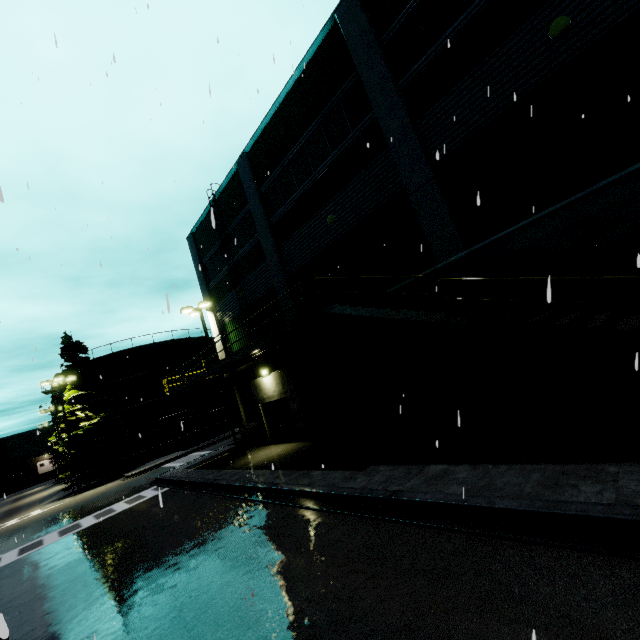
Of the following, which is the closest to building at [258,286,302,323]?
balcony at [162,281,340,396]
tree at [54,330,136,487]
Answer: balcony at [162,281,340,396]

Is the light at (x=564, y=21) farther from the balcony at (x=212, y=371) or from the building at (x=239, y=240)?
the balcony at (x=212, y=371)

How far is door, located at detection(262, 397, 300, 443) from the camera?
16.98m

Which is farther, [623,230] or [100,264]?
[623,230]

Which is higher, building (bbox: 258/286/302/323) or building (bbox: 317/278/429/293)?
building (bbox: 258/286/302/323)

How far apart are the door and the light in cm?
1575

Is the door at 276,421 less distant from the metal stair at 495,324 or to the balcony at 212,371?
the balcony at 212,371

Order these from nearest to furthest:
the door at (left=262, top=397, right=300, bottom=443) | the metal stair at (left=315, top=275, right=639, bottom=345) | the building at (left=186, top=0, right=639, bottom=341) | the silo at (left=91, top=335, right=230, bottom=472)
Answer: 1. the metal stair at (left=315, top=275, right=639, bottom=345)
2. the building at (left=186, top=0, right=639, bottom=341)
3. the door at (left=262, top=397, right=300, bottom=443)
4. the silo at (left=91, top=335, right=230, bottom=472)
